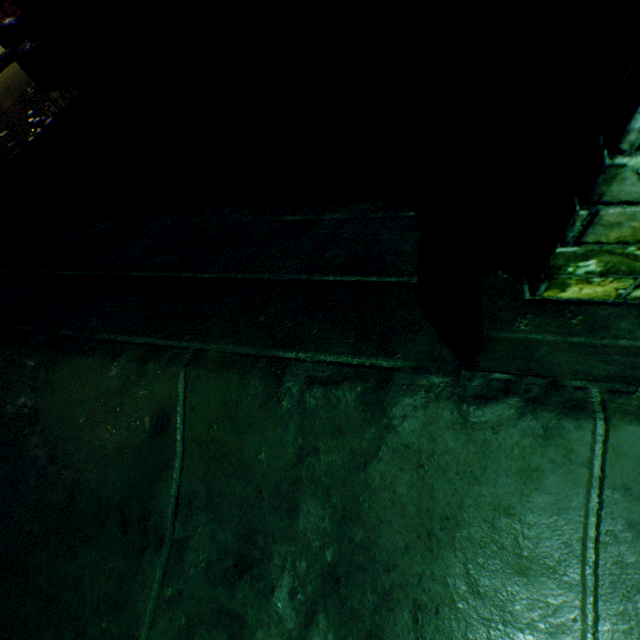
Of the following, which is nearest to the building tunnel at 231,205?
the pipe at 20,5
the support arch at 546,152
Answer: the support arch at 546,152

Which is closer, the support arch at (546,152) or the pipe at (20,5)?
the support arch at (546,152)

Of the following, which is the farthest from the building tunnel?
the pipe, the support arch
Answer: the pipe

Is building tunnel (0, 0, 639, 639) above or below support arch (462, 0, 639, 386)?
below

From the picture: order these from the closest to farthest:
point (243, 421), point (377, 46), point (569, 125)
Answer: point (569, 125) < point (243, 421) < point (377, 46)

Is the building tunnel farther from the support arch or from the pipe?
the pipe
